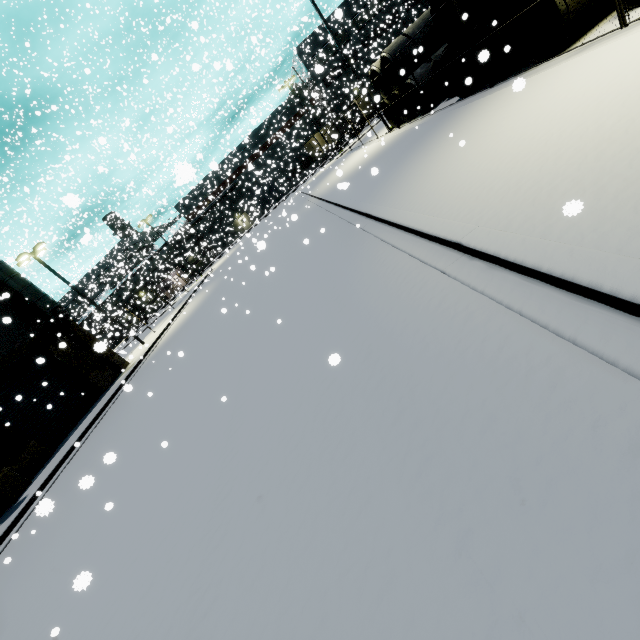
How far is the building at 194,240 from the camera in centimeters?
2540cm

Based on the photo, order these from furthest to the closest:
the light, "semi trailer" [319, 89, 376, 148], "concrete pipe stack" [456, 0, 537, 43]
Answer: "semi trailer" [319, 89, 376, 148]
the light
"concrete pipe stack" [456, 0, 537, 43]

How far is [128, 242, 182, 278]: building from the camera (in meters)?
32.22

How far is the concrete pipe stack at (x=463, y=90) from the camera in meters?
11.5

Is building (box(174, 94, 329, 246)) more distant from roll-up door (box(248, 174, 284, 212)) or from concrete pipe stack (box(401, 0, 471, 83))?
concrete pipe stack (box(401, 0, 471, 83))

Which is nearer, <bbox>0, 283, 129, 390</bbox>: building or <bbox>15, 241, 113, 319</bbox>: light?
<bbox>0, 283, 129, 390</bbox>: building

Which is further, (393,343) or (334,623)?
(393,343)

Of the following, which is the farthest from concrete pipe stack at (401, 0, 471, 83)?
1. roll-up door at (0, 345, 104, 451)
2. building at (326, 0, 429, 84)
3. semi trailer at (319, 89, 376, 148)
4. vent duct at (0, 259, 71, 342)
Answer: vent duct at (0, 259, 71, 342)
